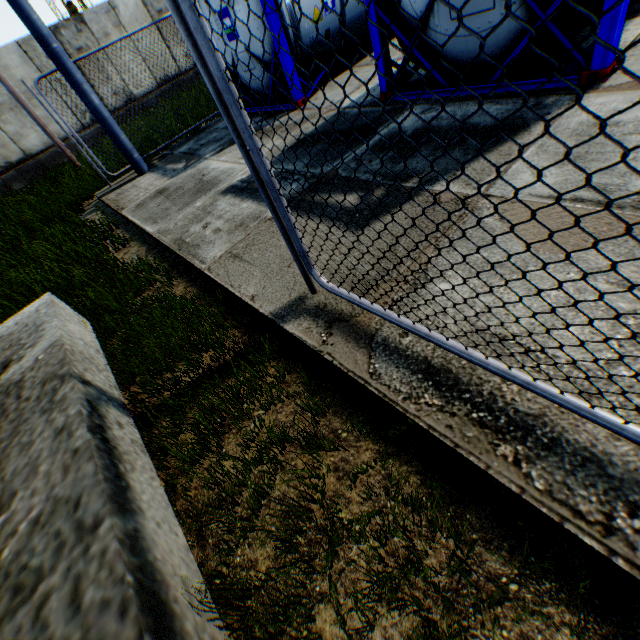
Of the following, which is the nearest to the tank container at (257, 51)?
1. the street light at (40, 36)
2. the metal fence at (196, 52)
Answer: the street light at (40, 36)

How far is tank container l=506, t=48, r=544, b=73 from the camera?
3.7m

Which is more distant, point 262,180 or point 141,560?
point 262,180

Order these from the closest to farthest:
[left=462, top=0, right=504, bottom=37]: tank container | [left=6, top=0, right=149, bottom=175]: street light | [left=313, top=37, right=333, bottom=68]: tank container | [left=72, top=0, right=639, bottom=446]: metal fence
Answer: [left=72, top=0, right=639, bottom=446]: metal fence → [left=462, top=0, right=504, bottom=37]: tank container → [left=6, top=0, right=149, bottom=175]: street light → [left=313, top=37, right=333, bottom=68]: tank container

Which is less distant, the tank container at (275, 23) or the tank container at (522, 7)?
the tank container at (522, 7)

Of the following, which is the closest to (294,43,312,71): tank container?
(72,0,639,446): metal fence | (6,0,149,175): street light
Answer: (6,0,149,175): street light
